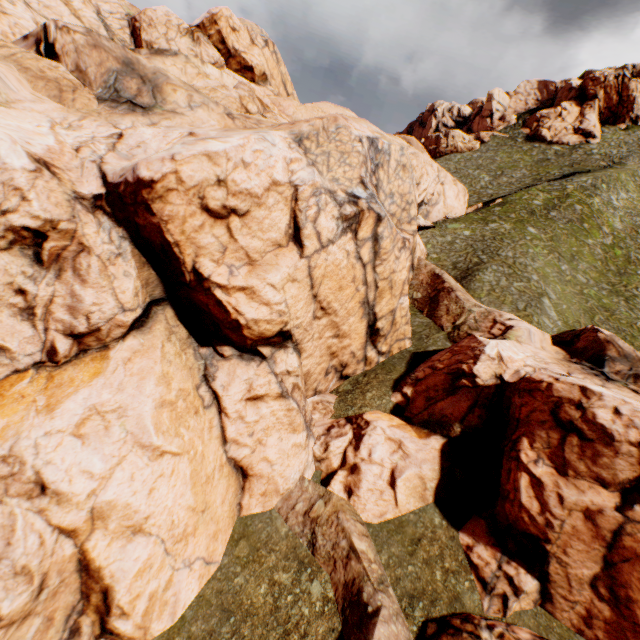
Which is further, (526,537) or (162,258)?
(162,258)
